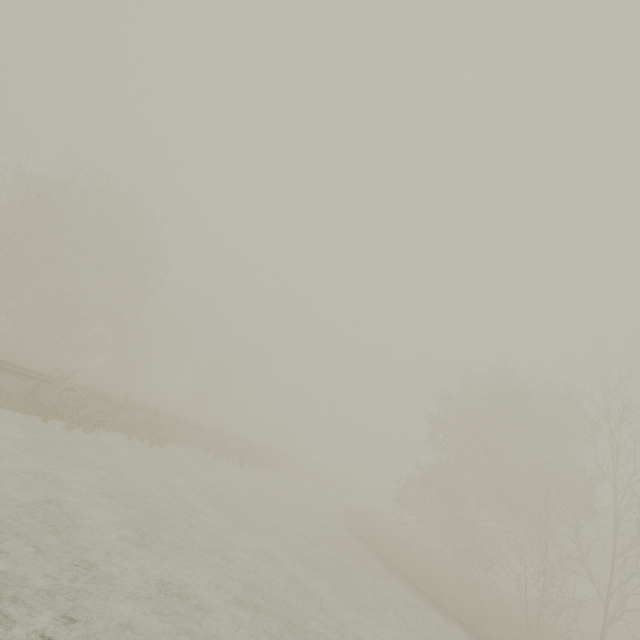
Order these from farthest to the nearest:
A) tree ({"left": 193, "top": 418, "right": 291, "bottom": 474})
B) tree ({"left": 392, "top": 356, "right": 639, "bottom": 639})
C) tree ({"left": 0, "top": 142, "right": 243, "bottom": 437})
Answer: tree ({"left": 193, "top": 418, "right": 291, "bottom": 474}) → tree ({"left": 0, "top": 142, "right": 243, "bottom": 437}) → tree ({"left": 392, "top": 356, "right": 639, "bottom": 639})

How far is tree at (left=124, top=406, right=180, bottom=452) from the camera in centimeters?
1666cm

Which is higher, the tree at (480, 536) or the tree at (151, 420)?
the tree at (480, 536)

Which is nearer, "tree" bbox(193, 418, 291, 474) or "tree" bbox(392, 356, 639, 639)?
"tree" bbox(392, 356, 639, 639)

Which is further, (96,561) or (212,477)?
(212,477)

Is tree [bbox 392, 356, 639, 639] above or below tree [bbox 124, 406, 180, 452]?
above

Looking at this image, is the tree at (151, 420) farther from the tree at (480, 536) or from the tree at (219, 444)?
the tree at (480, 536)

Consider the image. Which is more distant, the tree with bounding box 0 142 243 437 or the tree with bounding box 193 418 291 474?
the tree with bounding box 193 418 291 474
